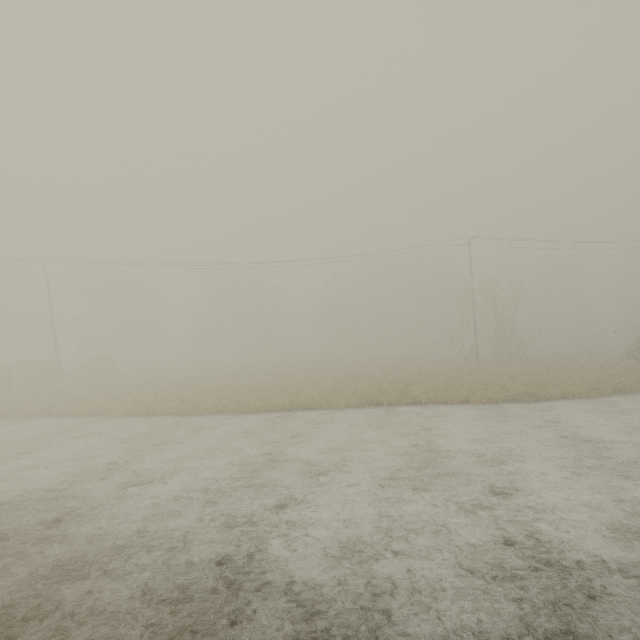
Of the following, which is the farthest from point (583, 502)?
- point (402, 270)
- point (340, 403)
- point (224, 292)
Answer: point (402, 270)
